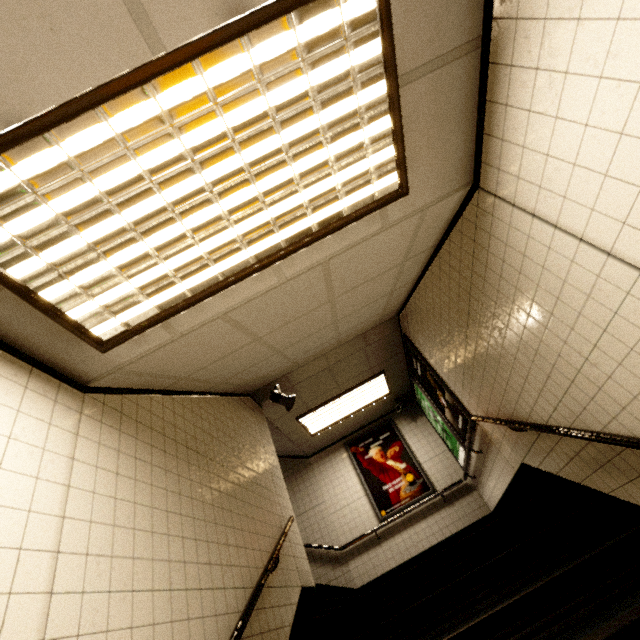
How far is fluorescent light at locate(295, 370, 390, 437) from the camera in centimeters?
635cm

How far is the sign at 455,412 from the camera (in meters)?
4.80

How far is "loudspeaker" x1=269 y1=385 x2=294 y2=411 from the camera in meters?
5.3 m

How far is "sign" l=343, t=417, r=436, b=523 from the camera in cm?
654

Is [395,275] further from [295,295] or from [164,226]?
[164,226]

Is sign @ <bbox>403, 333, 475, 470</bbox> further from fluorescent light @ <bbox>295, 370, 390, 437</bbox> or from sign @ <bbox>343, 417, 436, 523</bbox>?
sign @ <bbox>343, 417, 436, 523</bbox>

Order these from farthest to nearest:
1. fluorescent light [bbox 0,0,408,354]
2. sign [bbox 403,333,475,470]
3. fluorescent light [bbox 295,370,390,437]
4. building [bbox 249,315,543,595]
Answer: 1. fluorescent light [bbox 295,370,390,437]
2. building [bbox 249,315,543,595]
3. sign [bbox 403,333,475,470]
4. fluorescent light [bbox 0,0,408,354]

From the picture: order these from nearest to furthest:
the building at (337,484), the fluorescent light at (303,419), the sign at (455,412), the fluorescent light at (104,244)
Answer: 1. the fluorescent light at (104,244)
2. the sign at (455,412)
3. the building at (337,484)
4. the fluorescent light at (303,419)
